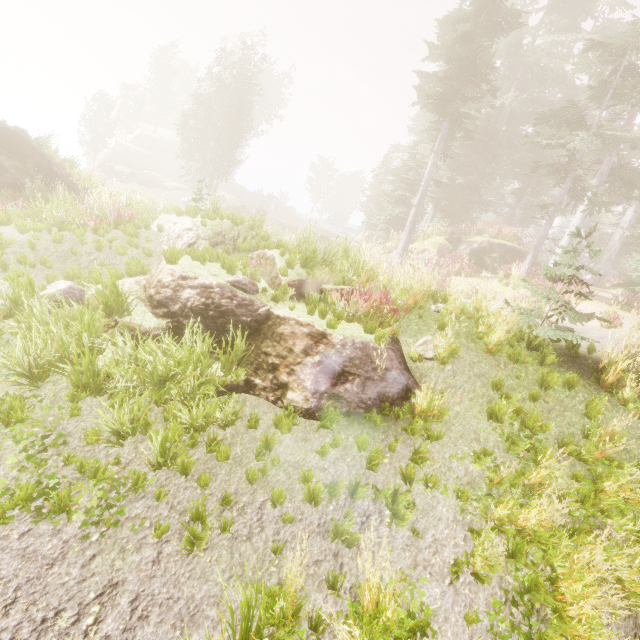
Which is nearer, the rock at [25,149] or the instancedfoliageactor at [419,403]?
the instancedfoliageactor at [419,403]

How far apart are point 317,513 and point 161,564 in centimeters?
190cm

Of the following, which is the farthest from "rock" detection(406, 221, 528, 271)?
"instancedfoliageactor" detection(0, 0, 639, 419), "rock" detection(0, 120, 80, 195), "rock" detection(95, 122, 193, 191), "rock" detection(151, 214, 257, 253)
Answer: "rock" detection(95, 122, 193, 191)

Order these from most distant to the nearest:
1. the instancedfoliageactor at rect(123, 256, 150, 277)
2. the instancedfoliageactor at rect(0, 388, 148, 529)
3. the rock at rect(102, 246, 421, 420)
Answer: the instancedfoliageactor at rect(123, 256, 150, 277) < the rock at rect(102, 246, 421, 420) < the instancedfoliageactor at rect(0, 388, 148, 529)

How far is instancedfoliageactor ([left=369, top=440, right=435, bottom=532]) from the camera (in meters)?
4.26

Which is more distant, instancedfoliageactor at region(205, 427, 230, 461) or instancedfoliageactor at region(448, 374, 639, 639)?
instancedfoliageactor at region(205, 427, 230, 461)

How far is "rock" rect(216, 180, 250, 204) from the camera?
42.3 meters

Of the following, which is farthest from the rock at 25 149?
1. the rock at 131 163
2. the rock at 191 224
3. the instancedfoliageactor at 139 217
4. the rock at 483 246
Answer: the rock at 131 163
